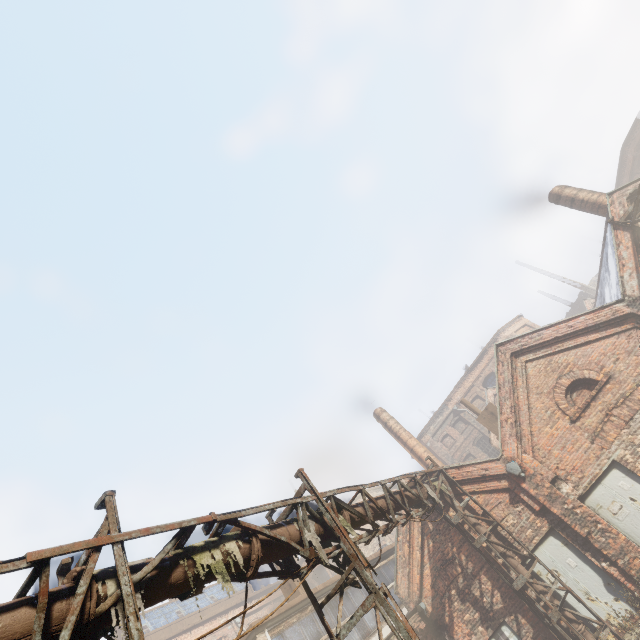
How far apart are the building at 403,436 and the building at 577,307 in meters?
31.9 m

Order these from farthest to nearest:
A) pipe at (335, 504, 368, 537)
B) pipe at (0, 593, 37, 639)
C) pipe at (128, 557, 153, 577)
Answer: pipe at (335, 504, 368, 537)
pipe at (128, 557, 153, 577)
pipe at (0, 593, 37, 639)

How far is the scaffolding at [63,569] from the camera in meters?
4.3

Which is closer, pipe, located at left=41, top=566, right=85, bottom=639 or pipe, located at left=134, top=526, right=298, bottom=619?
pipe, located at left=41, top=566, right=85, bottom=639

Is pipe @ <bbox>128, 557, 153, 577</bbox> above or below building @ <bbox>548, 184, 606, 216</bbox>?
below

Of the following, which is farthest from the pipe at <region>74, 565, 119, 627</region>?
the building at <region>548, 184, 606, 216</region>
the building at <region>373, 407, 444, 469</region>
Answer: the building at <region>373, 407, 444, 469</region>

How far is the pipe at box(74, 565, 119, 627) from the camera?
3.3 meters

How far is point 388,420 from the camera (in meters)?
21.77
